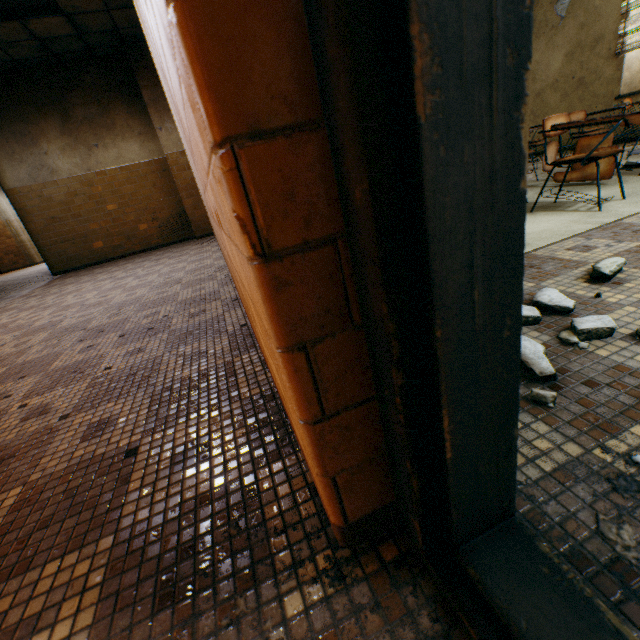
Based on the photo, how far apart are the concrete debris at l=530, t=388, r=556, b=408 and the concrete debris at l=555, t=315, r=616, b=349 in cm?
13

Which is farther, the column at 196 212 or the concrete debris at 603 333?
the column at 196 212

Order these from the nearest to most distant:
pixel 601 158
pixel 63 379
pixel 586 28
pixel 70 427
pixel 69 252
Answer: pixel 70 427 → pixel 63 379 → pixel 601 158 → pixel 586 28 → pixel 69 252

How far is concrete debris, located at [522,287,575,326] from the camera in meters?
1.3

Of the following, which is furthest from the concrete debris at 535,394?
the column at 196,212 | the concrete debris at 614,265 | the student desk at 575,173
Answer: the column at 196,212

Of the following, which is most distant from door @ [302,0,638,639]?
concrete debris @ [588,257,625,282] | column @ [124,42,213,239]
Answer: column @ [124,42,213,239]

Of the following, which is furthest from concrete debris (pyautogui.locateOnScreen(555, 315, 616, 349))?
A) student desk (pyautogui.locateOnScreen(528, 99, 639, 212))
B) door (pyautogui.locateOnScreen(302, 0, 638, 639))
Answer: student desk (pyautogui.locateOnScreen(528, 99, 639, 212))

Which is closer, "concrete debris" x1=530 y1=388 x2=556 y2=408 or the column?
"concrete debris" x1=530 y1=388 x2=556 y2=408
